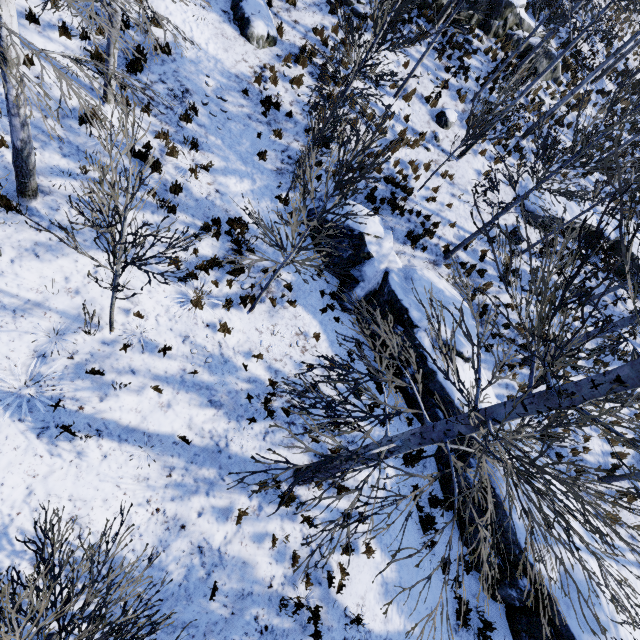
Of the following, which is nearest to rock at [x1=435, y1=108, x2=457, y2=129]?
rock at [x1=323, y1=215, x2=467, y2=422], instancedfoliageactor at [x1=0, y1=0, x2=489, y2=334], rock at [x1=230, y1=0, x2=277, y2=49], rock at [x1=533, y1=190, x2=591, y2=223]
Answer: rock at [x1=533, y1=190, x2=591, y2=223]

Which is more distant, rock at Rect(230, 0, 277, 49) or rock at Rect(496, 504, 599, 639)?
rock at Rect(230, 0, 277, 49)

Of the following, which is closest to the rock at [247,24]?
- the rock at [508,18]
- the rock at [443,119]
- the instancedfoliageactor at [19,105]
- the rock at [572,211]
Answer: the rock at [508,18]

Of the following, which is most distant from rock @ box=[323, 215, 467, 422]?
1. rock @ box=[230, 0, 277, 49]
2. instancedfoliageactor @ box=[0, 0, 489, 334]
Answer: rock @ box=[230, 0, 277, 49]

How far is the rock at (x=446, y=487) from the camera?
9.50m

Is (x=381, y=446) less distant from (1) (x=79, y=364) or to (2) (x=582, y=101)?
(1) (x=79, y=364)

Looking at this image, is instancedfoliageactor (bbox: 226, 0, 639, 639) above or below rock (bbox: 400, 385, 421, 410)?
above

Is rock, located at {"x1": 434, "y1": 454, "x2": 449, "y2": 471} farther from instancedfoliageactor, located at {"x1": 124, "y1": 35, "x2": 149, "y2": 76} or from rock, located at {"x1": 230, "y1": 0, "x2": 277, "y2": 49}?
rock, located at {"x1": 230, "y1": 0, "x2": 277, "y2": 49}
